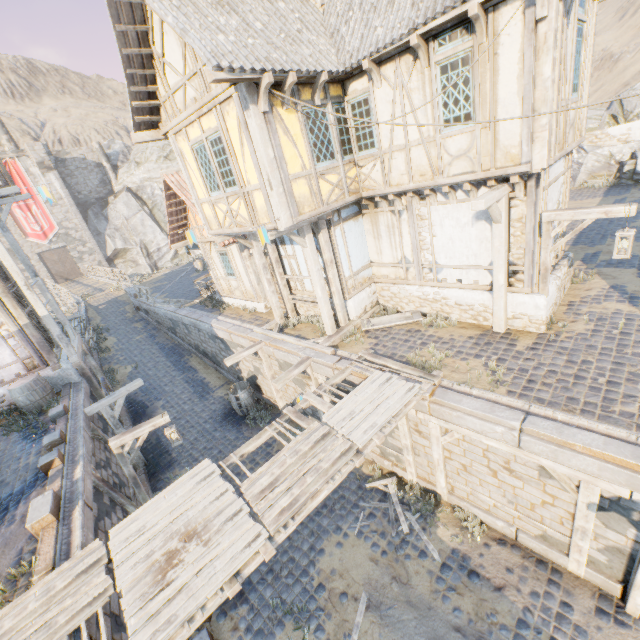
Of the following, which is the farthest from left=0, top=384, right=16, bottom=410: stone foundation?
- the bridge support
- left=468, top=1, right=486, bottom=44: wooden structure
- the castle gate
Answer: the castle gate

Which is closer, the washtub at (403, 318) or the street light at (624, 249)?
the street light at (624, 249)

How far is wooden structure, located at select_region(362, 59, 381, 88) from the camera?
7.2 meters

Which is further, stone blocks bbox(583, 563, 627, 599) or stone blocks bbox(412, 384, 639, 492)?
stone blocks bbox(583, 563, 627, 599)

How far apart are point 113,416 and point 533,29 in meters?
14.3

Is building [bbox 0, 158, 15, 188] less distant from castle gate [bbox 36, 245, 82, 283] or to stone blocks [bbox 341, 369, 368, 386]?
stone blocks [bbox 341, 369, 368, 386]

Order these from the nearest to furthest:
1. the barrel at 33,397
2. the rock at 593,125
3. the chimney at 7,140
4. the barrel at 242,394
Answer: the barrel at 33,397
the barrel at 242,394
the rock at 593,125
the chimney at 7,140

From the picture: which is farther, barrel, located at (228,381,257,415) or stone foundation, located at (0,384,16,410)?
barrel, located at (228,381,257,415)
